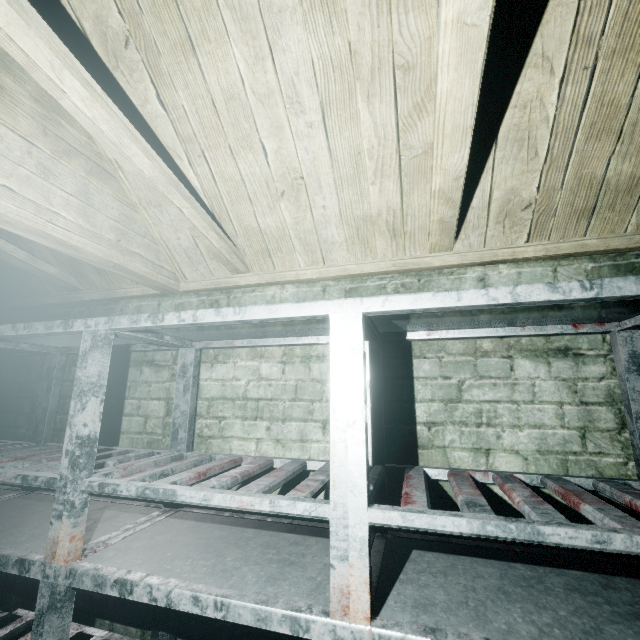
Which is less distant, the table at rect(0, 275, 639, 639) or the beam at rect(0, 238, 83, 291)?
the table at rect(0, 275, 639, 639)

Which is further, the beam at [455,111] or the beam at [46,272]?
the beam at [46,272]

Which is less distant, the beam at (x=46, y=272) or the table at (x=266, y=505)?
the table at (x=266, y=505)

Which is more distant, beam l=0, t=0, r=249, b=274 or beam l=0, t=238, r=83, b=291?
beam l=0, t=238, r=83, b=291

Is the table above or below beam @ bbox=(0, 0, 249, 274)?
below

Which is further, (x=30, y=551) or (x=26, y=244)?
(x=26, y=244)

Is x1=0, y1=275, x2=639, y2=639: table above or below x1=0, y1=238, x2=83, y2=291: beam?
below
